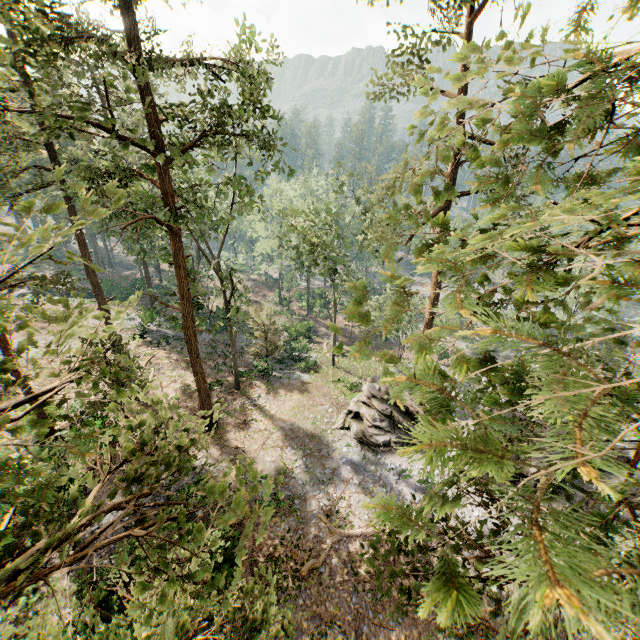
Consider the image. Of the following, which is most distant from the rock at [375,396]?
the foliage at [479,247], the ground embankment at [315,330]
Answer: the ground embankment at [315,330]

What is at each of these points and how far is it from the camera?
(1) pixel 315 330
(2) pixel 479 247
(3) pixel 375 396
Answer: (1) ground embankment, 46.4 meters
(2) foliage, 1.5 meters
(3) rock, 22.3 meters

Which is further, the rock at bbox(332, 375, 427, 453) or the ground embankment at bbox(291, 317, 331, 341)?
the ground embankment at bbox(291, 317, 331, 341)

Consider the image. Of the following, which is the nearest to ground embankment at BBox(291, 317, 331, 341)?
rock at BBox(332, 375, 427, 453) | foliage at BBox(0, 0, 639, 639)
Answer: foliage at BBox(0, 0, 639, 639)

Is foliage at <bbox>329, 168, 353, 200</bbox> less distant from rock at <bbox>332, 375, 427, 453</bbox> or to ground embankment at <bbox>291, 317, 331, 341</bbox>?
rock at <bbox>332, 375, 427, 453</bbox>

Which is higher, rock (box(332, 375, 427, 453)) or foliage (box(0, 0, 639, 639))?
foliage (box(0, 0, 639, 639))
